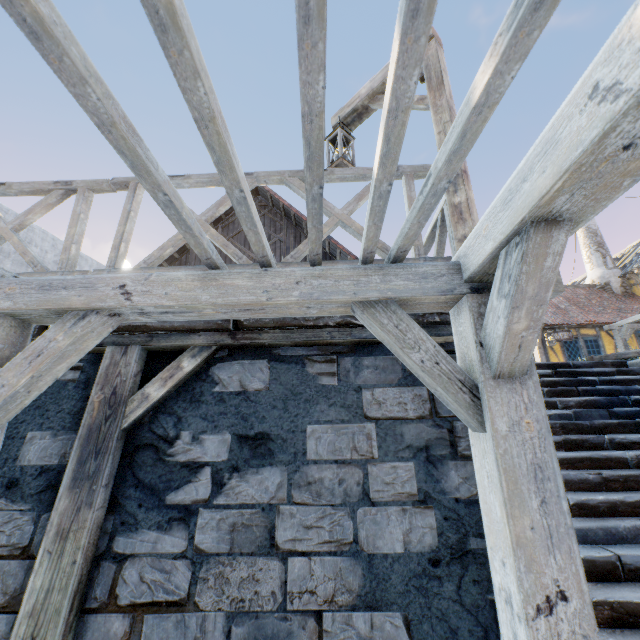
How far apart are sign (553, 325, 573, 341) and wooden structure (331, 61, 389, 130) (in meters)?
13.65

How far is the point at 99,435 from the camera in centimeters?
215cm

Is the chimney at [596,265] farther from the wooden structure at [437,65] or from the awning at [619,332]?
the wooden structure at [437,65]

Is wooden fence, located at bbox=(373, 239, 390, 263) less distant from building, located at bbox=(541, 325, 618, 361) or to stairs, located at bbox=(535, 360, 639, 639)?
stairs, located at bbox=(535, 360, 639, 639)

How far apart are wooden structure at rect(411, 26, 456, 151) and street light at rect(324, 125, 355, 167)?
0.3 meters

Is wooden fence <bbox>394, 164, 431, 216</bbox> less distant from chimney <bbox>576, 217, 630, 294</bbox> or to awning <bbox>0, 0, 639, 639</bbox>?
awning <bbox>0, 0, 639, 639</bbox>

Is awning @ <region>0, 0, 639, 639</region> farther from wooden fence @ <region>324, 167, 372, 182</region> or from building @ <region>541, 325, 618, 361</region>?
building @ <region>541, 325, 618, 361</region>

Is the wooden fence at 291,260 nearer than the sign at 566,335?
Yes
